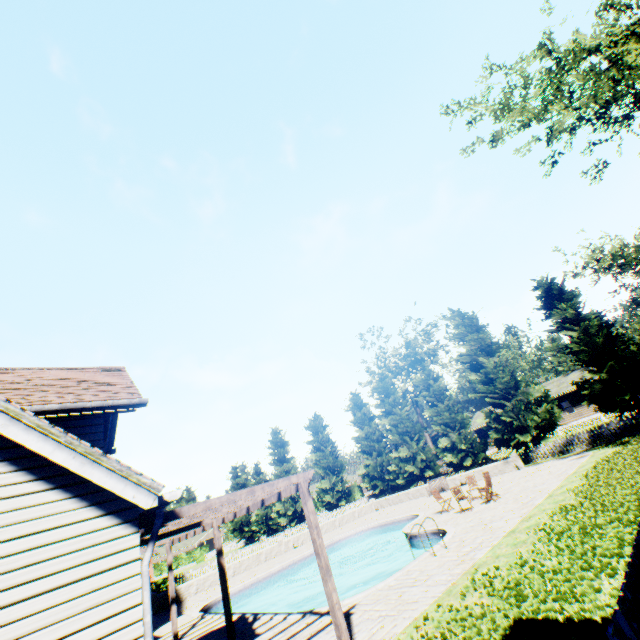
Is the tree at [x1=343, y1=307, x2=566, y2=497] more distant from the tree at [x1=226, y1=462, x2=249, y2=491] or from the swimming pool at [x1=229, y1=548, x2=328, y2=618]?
the swimming pool at [x1=229, y1=548, x2=328, y2=618]

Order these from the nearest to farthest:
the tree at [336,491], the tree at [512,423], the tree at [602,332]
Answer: the tree at [602,332] < the tree at [512,423] < the tree at [336,491]

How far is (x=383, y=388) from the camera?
33.8 meters

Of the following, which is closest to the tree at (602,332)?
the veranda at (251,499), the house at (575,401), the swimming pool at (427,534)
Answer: the house at (575,401)

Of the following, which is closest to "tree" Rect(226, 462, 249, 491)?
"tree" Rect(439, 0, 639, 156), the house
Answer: "tree" Rect(439, 0, 639, 156)

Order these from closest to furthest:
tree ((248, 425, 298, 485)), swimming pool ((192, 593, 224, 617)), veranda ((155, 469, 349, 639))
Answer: veranda ((155, 469, 349, 639)) → swimming pool ((192, 593, 224, 617)) → tree ((248, 425, 298, 485))

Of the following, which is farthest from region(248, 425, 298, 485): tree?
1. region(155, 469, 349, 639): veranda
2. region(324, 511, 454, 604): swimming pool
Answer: region(155, 469, 349, 639): veranda

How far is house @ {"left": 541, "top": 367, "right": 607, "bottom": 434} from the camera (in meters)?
38.44
